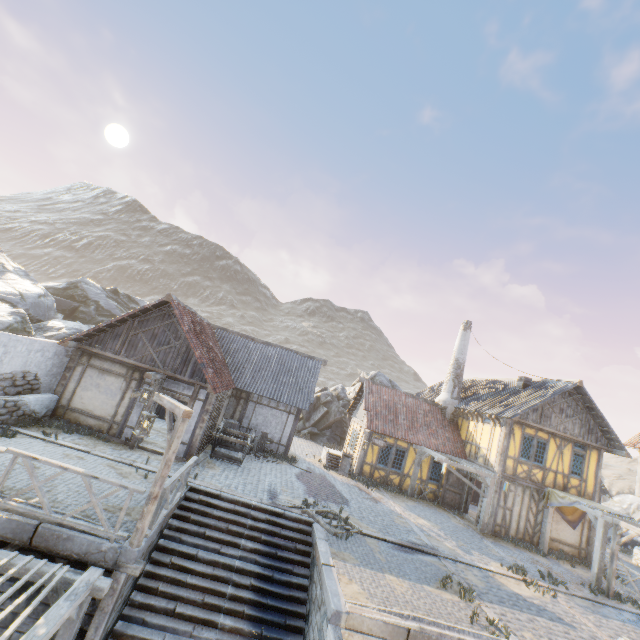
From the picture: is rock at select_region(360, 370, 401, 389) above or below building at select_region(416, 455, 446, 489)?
above

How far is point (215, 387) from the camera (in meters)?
12.43

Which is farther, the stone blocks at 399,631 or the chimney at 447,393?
the chimney at 447,393

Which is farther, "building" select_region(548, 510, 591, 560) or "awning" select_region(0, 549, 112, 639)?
"building" select_region(548, 510, 591, 560)

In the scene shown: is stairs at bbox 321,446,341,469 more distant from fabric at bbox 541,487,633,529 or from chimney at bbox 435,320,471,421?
fabric at bbox 541,487,633,529

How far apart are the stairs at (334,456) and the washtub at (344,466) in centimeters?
4cm

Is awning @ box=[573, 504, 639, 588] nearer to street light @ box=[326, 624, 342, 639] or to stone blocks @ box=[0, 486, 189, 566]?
stone blocks @ box=[0, 486, 189, 566]

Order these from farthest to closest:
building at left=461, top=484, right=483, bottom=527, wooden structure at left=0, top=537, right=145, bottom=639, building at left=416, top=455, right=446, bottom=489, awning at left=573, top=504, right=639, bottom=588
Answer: building at left=416, top=455, right=446, bottom=489 → building at left=461, top=484, right=483, bottom=527 → awning at left=573, top=504, right=639, bottom=588 → wooden structure at left=0, top=537, right=145, bottom=639
